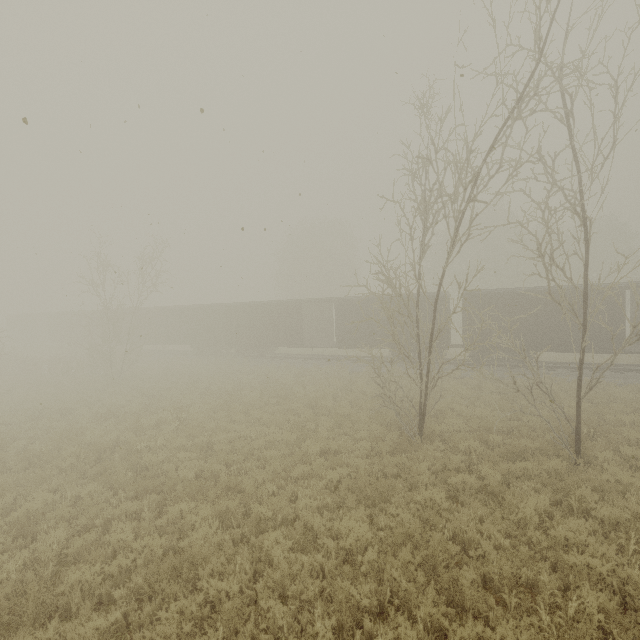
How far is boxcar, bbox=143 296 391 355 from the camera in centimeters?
2367cm

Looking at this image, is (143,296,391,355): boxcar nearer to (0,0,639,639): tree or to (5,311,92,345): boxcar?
(5,311,92,345): boxcar

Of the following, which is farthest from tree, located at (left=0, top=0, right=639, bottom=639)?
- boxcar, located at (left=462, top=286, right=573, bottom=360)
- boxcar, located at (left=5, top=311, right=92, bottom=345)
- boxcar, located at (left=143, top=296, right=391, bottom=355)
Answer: boxcar, located at (left=5, top=311, right=92, bottom=345)

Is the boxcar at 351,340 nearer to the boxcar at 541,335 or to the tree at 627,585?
the boxcar at 541,335

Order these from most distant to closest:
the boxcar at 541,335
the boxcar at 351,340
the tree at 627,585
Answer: the boxcar at 351,340
the boxcar at 541,335
the tree at 627,585

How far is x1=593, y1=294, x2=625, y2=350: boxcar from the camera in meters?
17.3 m

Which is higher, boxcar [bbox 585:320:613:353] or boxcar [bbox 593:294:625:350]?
boxcar [bbox 593:294:625:350]

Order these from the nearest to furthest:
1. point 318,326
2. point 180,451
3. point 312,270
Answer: point 180,451 < point 318,326 < point 312,270
